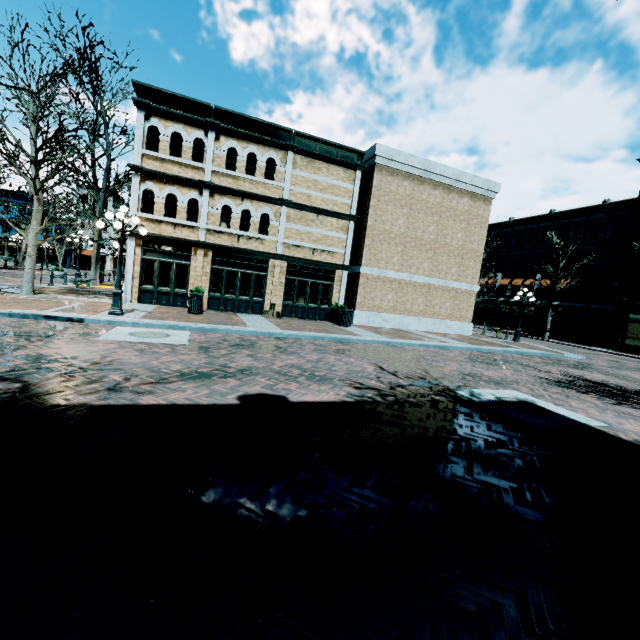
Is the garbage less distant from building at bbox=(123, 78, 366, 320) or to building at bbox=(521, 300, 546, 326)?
building at bbox=(123, 78, 366, 320)

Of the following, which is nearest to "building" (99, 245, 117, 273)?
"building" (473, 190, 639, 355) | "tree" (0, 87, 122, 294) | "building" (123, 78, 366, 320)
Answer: "building" (123, 78, 366, 320)

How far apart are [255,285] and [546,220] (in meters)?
35.49

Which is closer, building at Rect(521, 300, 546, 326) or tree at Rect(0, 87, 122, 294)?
tree at Rect(0, 87, 122, 294)

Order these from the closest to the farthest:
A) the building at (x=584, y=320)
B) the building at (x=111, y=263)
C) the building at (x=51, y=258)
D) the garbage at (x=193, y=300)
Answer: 1. the garbage at (x=193, y=300)
2. the building at (x=584, y=320)
3. the building at (x=51, y=258)
4. the building at (x=111, y=263)

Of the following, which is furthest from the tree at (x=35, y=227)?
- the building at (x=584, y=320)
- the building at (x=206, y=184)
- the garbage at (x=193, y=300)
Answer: the building at (x=584, y=320)

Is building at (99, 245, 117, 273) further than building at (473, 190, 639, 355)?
Yes

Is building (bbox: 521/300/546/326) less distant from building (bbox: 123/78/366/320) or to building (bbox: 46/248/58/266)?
building (bbox: 123/78/366/320)
